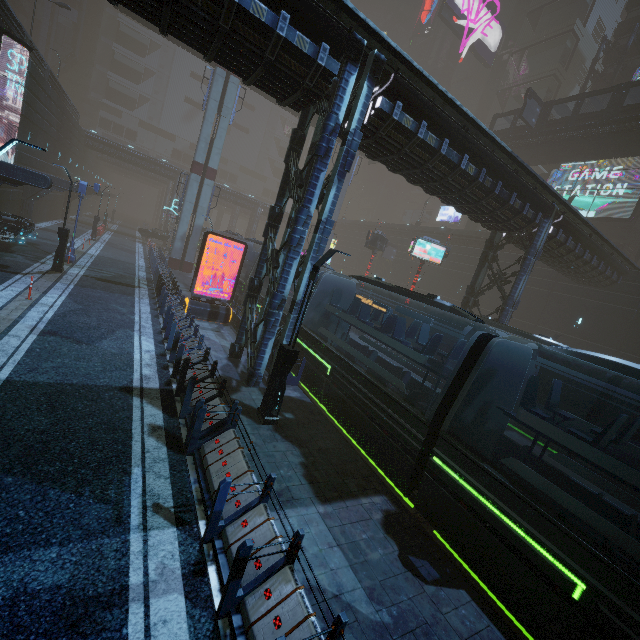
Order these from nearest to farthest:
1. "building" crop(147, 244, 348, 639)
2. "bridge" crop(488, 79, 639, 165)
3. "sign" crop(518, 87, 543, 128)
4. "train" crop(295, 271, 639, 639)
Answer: "building" crop(147, 244, 348, 639) → "train" crop(295, 271, 639, 639) → "bridge" crop(488, 79, 639, 165) → "sign" crop(518, 87, 543, 128)

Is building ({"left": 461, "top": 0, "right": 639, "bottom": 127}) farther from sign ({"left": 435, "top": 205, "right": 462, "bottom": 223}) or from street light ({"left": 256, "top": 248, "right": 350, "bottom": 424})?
street light ({"left": 256, "top": 248, "right": 350, "bottom": 424})

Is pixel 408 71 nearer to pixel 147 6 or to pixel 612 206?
pixel 147 6

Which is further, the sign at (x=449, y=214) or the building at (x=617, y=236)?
the sign at (x=449, y=214)

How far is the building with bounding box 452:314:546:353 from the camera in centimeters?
1933cm

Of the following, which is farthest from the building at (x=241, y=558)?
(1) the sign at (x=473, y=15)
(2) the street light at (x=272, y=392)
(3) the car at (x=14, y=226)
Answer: (2) the street light at (x=272, y=392)

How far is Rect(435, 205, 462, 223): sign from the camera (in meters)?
55.62

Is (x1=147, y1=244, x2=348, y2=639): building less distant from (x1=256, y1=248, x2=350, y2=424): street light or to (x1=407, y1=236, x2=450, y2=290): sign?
(x1=407, y1=236, x2=450, y2=290): sign
